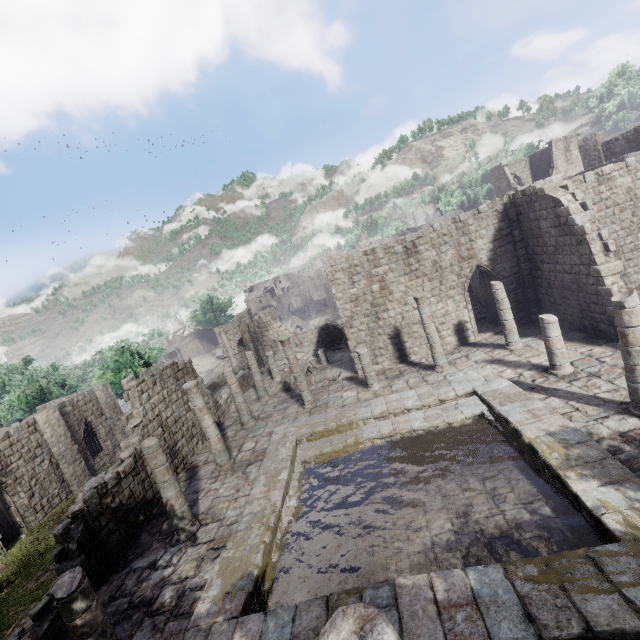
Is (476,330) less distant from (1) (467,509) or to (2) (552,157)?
(1) (467,509)

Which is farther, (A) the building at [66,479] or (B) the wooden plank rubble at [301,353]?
(B) the wooden plank rubble at [301,353]

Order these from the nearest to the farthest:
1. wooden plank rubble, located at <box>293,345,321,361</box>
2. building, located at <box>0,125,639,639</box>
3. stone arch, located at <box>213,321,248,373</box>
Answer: building, located at <box>0,125,639,639</box>, wooden plank rubble, located at <box>293,345,321,361</box>, stone arch, located at <box>213,321,248,373</box>

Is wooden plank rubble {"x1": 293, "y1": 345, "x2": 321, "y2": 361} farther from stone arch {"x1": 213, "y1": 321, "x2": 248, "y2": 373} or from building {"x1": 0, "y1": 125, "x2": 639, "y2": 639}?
stone arch {"x1": 213, "y1": 321, "x2": 248, "y2": 373}

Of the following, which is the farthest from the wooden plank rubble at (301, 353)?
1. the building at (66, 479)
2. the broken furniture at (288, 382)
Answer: the broken furniture at (288, 382)

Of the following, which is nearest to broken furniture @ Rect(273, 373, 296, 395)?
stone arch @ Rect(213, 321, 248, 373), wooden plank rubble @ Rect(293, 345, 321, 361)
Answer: wooden plank rubble @ Rect(293, 345, 321, 361)

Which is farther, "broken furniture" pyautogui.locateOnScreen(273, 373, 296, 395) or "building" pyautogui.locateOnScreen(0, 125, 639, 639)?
"broken furniture" pyautogui.locateOnScreen(273, 373, 296, 395)

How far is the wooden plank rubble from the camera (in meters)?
26.60
